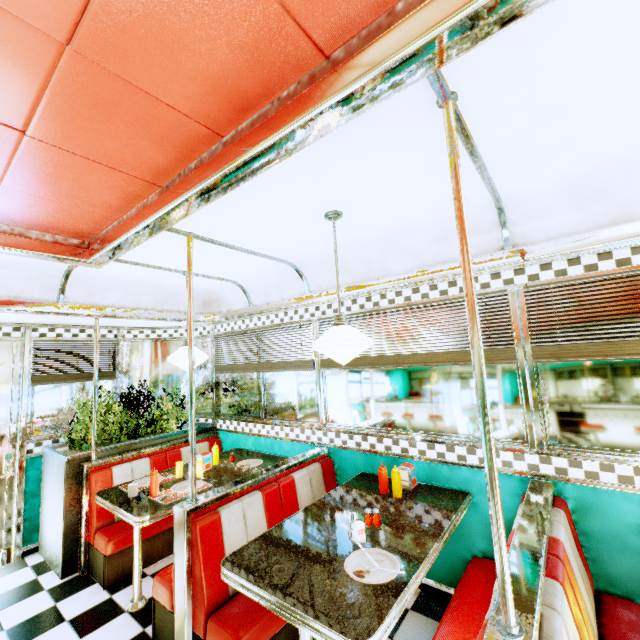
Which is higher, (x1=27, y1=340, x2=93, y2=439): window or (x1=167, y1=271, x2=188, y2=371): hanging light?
(x1=167, y1=271, x2=188, y2=371): hanging light

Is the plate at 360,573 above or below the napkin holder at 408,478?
below

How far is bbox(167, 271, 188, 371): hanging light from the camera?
3.3m

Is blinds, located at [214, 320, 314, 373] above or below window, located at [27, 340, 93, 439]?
above

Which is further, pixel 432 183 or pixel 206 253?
pixel 206 253

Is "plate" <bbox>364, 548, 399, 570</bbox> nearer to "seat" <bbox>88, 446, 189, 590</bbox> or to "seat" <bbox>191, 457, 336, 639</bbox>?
"seat" <bbox>191, 457, 336, 639</bbox>

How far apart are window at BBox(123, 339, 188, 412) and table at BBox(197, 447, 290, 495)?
0.8 meters

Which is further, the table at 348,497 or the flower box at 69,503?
the flower box at 69,503
